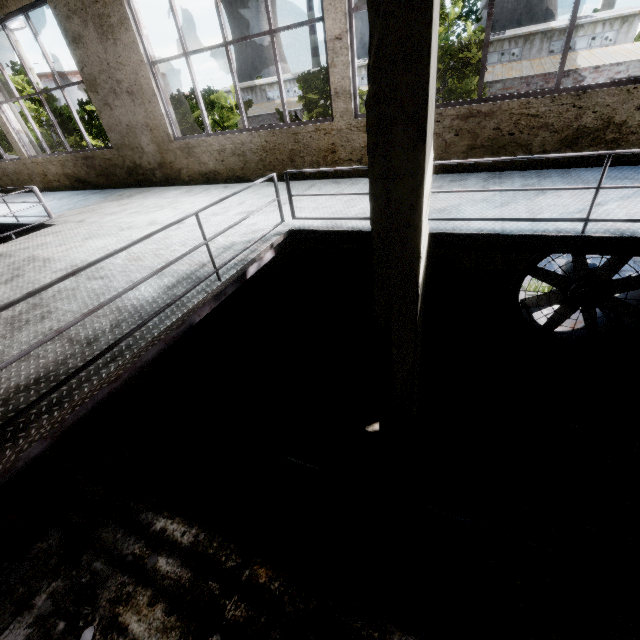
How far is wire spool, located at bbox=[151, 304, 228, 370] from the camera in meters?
7.8 m

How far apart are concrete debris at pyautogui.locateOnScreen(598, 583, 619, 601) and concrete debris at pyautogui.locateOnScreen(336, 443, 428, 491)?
2.2 meters

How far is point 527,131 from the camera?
4.52m

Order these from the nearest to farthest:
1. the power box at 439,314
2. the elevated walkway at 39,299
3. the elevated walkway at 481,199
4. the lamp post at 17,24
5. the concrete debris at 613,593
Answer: the elevated walkway at 39,299 < the elevated walkway at 481,199 < the concrete debris at 613,593 < the power box at 439,314 < the lamp post at 17,24

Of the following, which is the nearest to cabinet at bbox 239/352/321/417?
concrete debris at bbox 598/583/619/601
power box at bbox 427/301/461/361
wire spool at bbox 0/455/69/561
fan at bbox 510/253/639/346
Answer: power box at bbox 427/301/461/361

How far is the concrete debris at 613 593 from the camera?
3.85m

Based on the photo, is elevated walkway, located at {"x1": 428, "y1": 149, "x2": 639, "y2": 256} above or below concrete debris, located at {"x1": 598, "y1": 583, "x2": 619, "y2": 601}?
above

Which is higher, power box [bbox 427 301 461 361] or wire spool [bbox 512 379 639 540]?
power box [bbox 427 301 461 361]
